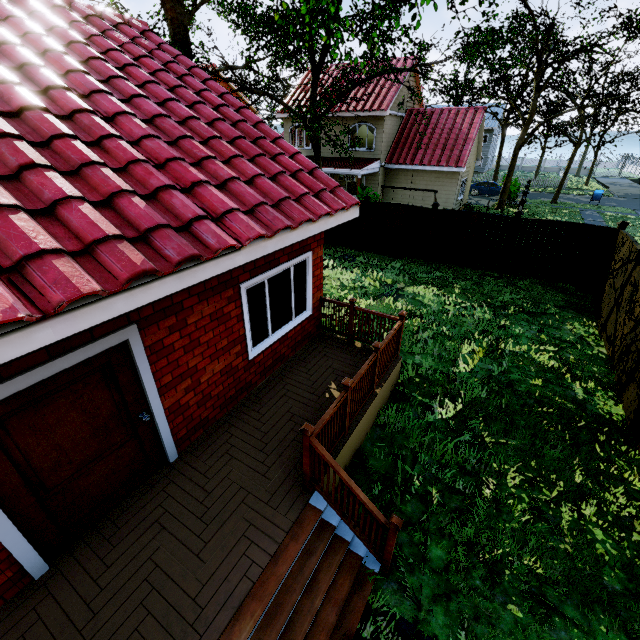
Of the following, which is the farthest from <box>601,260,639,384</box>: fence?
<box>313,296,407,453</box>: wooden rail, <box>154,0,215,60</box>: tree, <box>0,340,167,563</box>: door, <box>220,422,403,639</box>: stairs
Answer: <box>0,340,167,563</box>: door

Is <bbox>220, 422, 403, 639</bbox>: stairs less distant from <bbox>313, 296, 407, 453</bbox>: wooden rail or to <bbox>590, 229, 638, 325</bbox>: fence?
<bbox>313, 296, 407, 453</bbox>: wooden rail

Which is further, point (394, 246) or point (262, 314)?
point (394, 246)

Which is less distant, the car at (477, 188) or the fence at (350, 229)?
the fence at (350, 229)

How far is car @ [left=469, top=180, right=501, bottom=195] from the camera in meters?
31.3

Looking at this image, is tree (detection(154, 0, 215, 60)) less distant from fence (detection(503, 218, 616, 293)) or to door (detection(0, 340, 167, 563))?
fence (detection(503, 218, 616, 293))

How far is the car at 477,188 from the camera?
31.3m

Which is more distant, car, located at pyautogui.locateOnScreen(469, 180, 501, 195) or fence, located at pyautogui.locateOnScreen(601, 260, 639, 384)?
car, located at pyautogui.locateOnScreen(469, 180, 501, 195)
